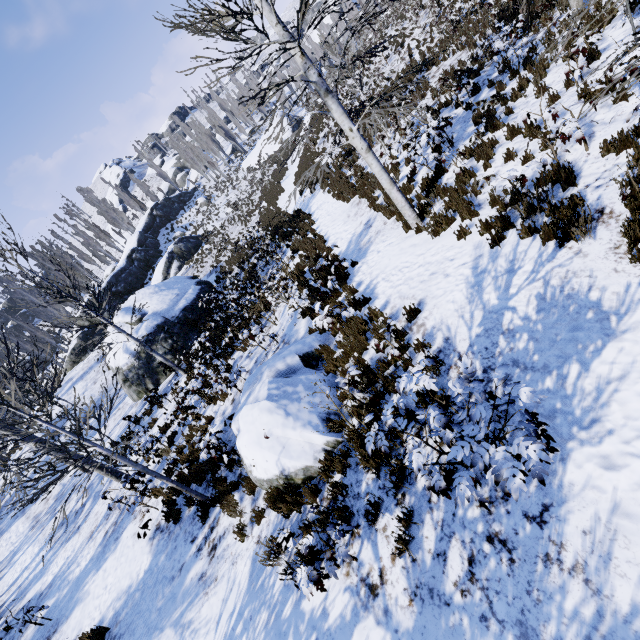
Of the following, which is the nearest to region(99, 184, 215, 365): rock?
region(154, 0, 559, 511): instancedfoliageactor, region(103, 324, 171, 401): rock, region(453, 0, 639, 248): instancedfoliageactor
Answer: region(154, 0, 559, 511): instancedfoliageactor

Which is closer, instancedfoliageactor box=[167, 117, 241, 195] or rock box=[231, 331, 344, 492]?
rock box=[231, 331, 344, 492]

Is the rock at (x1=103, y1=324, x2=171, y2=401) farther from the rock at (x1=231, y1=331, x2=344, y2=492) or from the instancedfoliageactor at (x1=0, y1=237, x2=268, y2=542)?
the instancedfoliageactor at (x1=0, y1=237, x2=268, y2=542)

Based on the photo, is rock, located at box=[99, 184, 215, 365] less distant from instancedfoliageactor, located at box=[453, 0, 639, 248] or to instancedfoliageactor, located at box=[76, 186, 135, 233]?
instancedfoliageactor, located at box=[76, 186, 135, 233]

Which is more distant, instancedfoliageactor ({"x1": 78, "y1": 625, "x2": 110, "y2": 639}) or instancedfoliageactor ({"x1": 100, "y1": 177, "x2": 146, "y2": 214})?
instancedfoliageactor ({"x1": 100, "y1": 177, "x2": 146, "y2": 214})

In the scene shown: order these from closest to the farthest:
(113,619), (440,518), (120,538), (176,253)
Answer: (440,518) < (113,619) < (120,538) < (176,253)

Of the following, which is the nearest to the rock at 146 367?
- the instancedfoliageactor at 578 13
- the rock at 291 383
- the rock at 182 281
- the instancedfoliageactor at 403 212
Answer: the rock at 182 281

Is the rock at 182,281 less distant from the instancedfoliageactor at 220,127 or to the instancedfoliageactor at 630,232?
the instancedfoliageactor at 220,127
